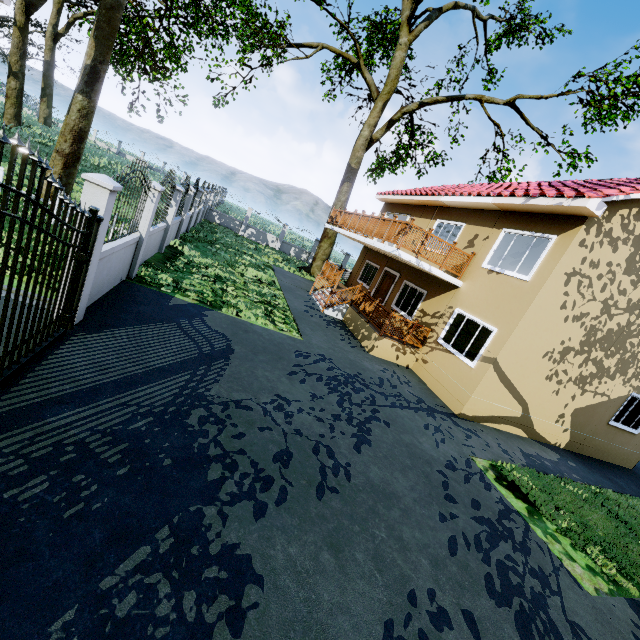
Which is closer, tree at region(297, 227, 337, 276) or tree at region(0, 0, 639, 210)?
tree at region(0, 0, 639, 210)

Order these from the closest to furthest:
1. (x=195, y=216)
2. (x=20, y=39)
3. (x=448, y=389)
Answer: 1. (x=448, y=389)
2. (x=195, y=216)
3. (x=20, y=39)

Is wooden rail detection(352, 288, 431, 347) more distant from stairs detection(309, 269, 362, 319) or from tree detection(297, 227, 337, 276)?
tree detection(297, 227, 337, 276)

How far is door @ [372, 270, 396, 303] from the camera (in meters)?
16.22

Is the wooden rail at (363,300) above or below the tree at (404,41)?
below

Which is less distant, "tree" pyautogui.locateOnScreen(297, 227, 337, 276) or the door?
the door

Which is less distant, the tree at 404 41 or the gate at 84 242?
the gate at 84 242

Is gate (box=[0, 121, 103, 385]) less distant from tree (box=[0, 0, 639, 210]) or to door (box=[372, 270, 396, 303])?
tree (box=[0, 0, 639, 210])
